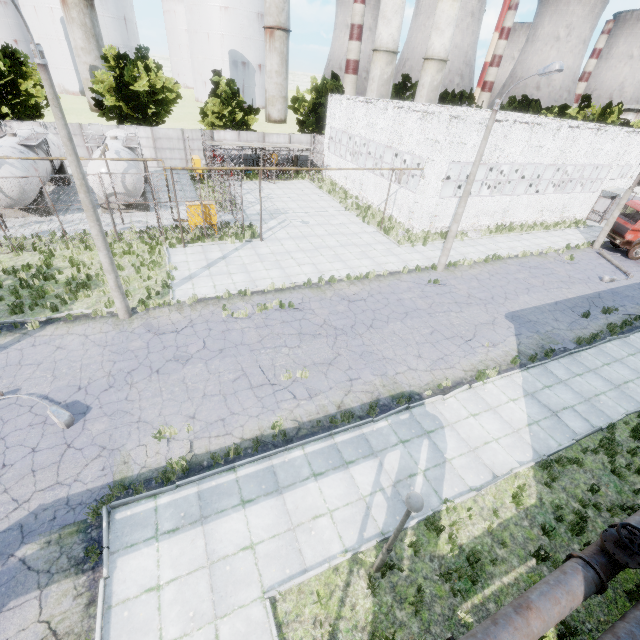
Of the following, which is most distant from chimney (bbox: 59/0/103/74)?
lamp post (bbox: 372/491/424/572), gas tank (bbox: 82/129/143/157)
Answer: lamp post (bbox: 372/491/424/572)

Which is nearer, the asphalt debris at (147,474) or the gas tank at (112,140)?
the asphalt debris at (147,474)

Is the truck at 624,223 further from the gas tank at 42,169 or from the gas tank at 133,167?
the gas tank at 42,169

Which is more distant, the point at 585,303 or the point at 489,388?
the point at 585,303

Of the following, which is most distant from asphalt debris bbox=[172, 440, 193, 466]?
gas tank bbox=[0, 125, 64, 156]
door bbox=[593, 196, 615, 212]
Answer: door bbox=[593, 196, 615, 212]

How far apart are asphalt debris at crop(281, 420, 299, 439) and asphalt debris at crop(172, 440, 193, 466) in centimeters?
197cm

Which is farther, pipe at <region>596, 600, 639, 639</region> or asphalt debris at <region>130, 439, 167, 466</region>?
asphalt debris at <region>130, 439, 167, 466</region>

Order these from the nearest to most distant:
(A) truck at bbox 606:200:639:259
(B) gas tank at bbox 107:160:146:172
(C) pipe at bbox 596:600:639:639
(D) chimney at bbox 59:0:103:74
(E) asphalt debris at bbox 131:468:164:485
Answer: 1. (C) pipe at bbox 596:600:639:639
2. (E) asphalt debris at bbox 131:468:164:485
3. (B) gas tank at bbox 107:160:146:172
4. (A) truck at bbox 606:200:639:259
5. (D) chimney at bbox 59:0:103:74
